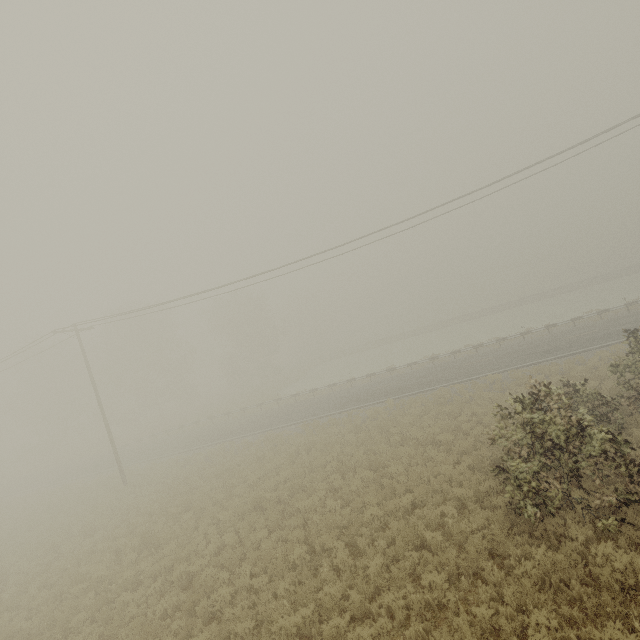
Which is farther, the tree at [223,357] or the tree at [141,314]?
the tree at [223,357]

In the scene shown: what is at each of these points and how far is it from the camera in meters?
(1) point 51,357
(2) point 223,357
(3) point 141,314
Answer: (1) tree, 50.2
(2) tree, 56.0
(3) tree, 46.5

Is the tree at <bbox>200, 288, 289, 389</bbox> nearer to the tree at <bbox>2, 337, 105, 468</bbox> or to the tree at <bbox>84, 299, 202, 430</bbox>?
the tree at <bbox>84, 299, 202, 430</bbox>

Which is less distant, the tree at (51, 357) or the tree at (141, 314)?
the tree at (141, 314)

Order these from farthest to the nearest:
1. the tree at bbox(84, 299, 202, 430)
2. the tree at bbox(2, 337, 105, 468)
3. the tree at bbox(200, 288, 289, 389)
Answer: the tree at bbox(200, 288, 289, 389), the tree at bbox(2, 337, 105, 468), the tree at bbox(84, 299, 202, 430)

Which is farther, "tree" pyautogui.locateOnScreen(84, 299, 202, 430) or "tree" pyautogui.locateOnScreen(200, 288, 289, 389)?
"tree" pyautogui.locateOnScreen(200, 288, 289, 389)

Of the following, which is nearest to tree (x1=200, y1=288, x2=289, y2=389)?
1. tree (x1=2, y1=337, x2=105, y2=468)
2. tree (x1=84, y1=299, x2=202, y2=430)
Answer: tree (x1=84, y1=299, x2=202, y2=430)
